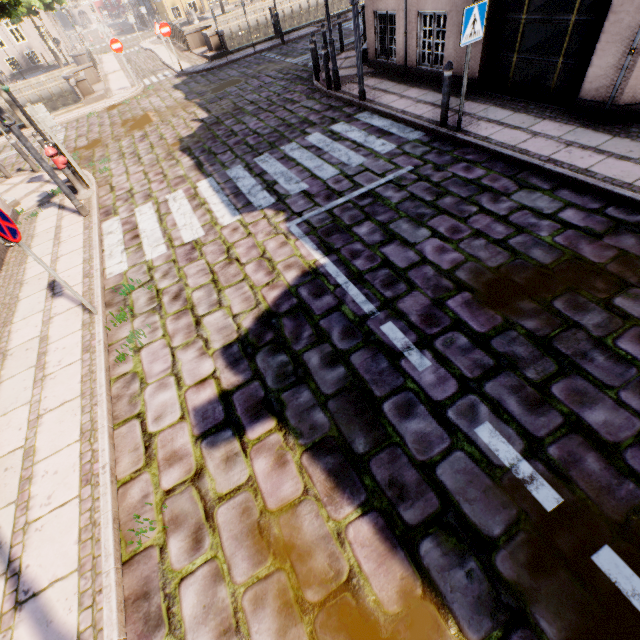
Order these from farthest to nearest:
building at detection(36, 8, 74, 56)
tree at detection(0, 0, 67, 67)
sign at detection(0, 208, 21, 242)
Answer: building at detection(36, 8, 74, 56) < tree at detection(0, 0, 67, 67) < sign at detection(0, 208, 21, 242)

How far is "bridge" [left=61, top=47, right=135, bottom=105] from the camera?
16.2 meters

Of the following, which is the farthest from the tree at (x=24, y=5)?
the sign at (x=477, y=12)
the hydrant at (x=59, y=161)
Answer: the sign at (x=477, y=12)

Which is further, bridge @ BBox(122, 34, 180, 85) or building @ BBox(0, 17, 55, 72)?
building @ BBox(0, 17, 55, 72)

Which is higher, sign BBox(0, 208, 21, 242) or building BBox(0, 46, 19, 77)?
sign BBox(0, 208, 21, 242)

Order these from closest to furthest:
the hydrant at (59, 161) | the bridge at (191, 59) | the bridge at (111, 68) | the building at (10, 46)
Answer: the hydrant at (59, 161)
the bridge at (111, 68)
the bridge at (191, 59)
the building at (10, 46)

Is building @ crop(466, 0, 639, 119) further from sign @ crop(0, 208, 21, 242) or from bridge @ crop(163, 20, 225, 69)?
bridge @ crop(163, 20, 225, 69)

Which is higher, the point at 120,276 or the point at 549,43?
the point at 549,43
